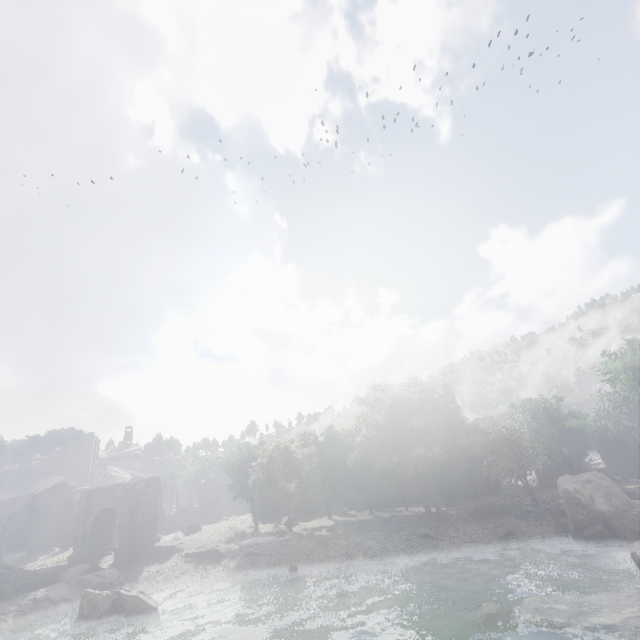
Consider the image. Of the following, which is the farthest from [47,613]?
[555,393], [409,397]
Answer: [555,393]

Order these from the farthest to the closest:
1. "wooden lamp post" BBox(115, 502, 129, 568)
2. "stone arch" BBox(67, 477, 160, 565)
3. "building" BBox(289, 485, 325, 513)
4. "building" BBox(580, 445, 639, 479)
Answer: "building" BBox(289, 485, 325, 513)
"building" BBox(580, 445, 639, 479)
"stone arch" BBox(67, 477, 160, 565)
"wooden lamp post" BBox(115, 502, 129, 568)

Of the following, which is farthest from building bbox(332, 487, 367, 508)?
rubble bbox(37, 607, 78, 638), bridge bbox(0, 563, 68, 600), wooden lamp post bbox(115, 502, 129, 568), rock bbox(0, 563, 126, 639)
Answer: rubble bbox(37, 607, 78, 638)

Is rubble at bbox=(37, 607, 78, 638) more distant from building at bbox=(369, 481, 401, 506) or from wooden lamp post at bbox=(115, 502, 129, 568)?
building at bbox=(369, 481, 401, 506)

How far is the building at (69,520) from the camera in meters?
42.9 m

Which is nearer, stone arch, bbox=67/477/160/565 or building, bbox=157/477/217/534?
stone arch, bbox=67/477/160/565

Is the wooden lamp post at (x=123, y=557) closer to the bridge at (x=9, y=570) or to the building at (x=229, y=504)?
the bridge at (x=9, y=570)

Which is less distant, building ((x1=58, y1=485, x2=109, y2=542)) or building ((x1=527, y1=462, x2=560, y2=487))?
building ((x1=527, y1=462, x2=560, y2=487))
